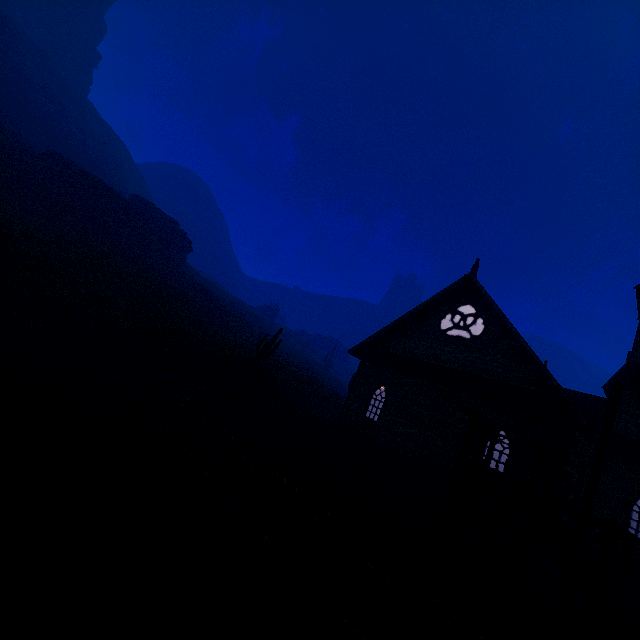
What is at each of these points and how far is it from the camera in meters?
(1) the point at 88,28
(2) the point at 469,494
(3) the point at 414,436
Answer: (1) rock, 54.9 m
(2) hanging platform, 7.0 m
(3) building, 14.8 m

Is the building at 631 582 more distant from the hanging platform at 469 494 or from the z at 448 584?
the hanging platform at 469 494

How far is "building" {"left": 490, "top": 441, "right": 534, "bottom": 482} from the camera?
11.6 meters

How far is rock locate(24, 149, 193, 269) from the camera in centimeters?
3052cm

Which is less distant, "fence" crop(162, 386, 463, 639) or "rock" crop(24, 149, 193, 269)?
"fence" crop(162, 386, 463, 639)

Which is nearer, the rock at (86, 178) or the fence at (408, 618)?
the fence at (408, 618)

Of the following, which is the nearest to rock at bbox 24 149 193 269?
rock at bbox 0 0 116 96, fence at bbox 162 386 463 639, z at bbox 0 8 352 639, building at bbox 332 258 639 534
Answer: z at bbox 0 8 352 639

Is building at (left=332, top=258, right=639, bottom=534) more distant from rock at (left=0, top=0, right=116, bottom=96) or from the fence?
rock at (left=0, top=0, right=116, bottom=96)
